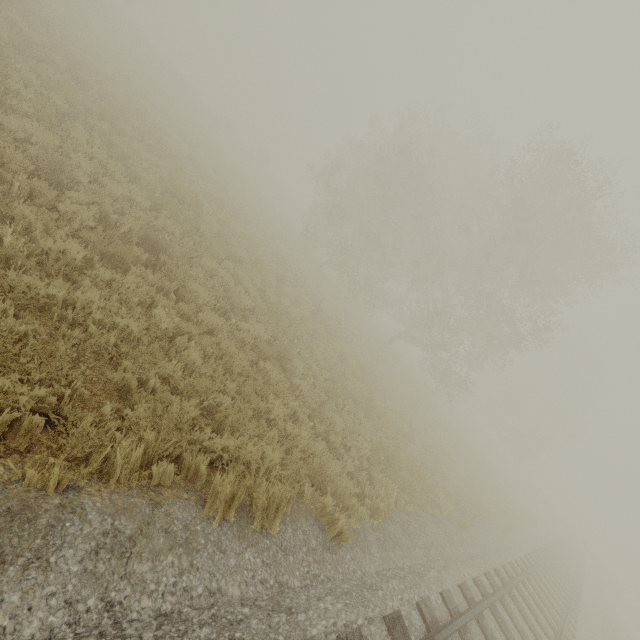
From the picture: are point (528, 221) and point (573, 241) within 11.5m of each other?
yes
